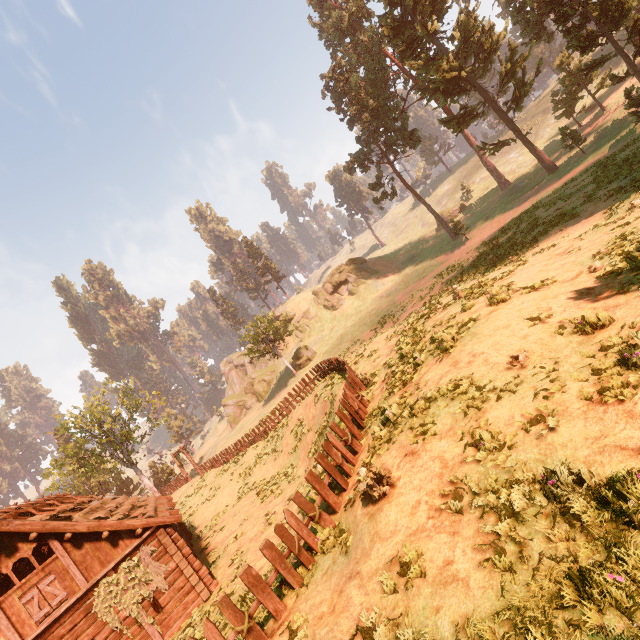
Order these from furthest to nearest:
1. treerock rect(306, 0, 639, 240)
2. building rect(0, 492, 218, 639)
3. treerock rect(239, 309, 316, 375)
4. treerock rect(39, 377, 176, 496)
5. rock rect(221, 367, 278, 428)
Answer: rock rect(221, 367, 278, 428)
treerock rect(239, 309, 316, 375)
treerock rect(39, 377, 176, 496)
treerock rect(306, 0, 639, 240)
building rect(0, 492, 218, 639)

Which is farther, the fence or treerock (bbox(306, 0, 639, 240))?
treerock (bbox(306, 0, 639, 240))

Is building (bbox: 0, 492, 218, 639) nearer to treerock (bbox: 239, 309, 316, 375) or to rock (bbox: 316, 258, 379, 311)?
treerock (bbox: 239, 309, 316, 375)

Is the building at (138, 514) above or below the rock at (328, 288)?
below

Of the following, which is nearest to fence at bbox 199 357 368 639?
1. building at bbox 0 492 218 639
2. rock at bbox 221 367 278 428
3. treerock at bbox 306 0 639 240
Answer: building at bbox 0 492 218 639

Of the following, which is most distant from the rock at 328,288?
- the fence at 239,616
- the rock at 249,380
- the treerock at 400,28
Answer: the fence at 239,616

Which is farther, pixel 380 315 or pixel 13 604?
pixel 380 315

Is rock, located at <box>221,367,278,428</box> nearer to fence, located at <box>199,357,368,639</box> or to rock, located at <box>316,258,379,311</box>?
rock, located at <box>316,258,379,311</box>
